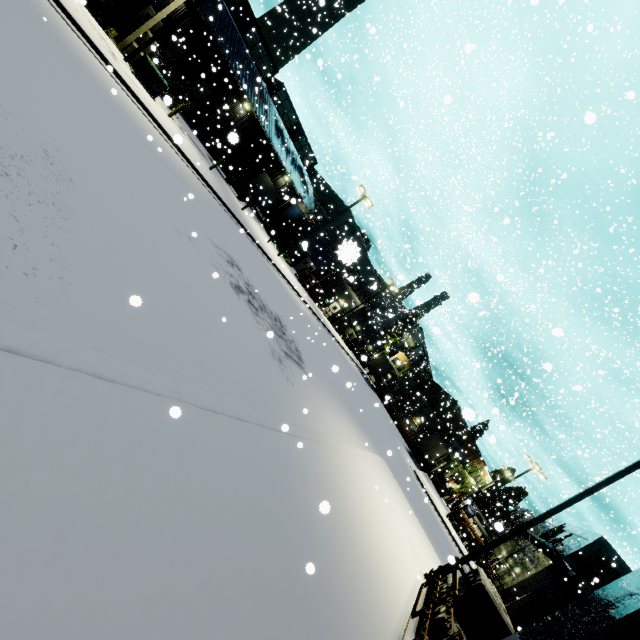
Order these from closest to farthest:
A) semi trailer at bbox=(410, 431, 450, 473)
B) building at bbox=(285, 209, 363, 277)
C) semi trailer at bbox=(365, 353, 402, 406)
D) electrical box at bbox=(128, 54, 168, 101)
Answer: building at bbox=(285, 209, 363, 277) < electrical box at bbox=(128, 54, 168, 101) < semi trailer at bbox=(410, 431, 450, 473) < semi trailer at bbox=(365, 353, 402, 406)

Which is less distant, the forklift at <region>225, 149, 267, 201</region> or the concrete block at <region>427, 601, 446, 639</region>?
the concrete block at <region>427, 601, 446, 639</region>

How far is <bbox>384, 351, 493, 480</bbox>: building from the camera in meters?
48.9

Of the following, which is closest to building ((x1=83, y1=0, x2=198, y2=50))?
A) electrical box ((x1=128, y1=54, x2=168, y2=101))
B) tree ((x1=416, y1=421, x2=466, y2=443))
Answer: tree ((x1=416, y1=421, x2=466, y2=443))

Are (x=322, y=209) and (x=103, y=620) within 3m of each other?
no

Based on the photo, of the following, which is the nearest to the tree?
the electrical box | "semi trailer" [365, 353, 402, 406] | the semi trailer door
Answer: "semi trailer" [365, 353, 402, 406]

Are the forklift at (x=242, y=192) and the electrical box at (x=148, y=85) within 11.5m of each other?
yes

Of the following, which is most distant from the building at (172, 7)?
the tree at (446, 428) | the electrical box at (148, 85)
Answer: the electrical box at (148, 85)
